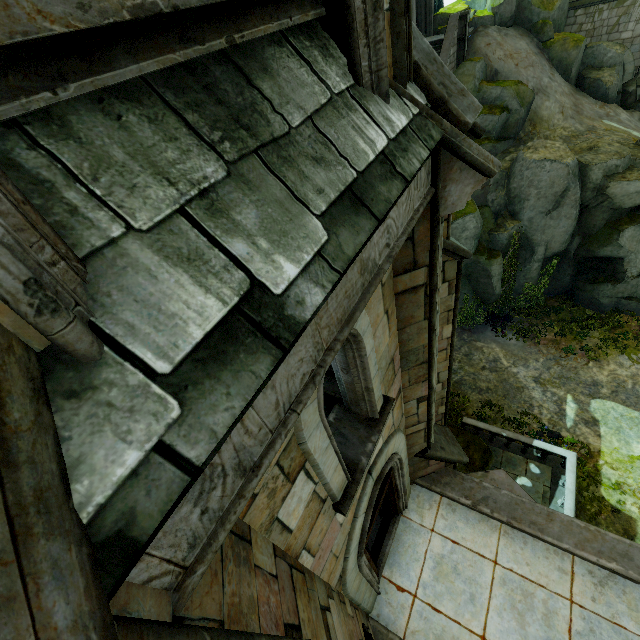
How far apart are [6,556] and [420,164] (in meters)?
2.68

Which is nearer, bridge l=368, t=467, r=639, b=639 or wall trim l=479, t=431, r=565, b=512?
bridge l=368, t=467, r=639, b=639

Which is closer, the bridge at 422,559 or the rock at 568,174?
the bridge at 422,559

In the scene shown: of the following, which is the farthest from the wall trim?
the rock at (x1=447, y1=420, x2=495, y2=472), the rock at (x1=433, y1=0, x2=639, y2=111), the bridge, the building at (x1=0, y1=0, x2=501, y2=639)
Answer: the rock at (x1=433, y1=0, x2=639, y2=111)

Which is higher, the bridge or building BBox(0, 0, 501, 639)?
building BBox(0, 0, 501, 639)

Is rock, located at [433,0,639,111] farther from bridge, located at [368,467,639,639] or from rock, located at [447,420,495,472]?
bridge, located at [368,467,639,639]

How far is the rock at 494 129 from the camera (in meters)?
18.00

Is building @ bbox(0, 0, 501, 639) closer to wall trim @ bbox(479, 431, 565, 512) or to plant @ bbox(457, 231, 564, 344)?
wall trim @ bbox(479, 431, 565, 512)
